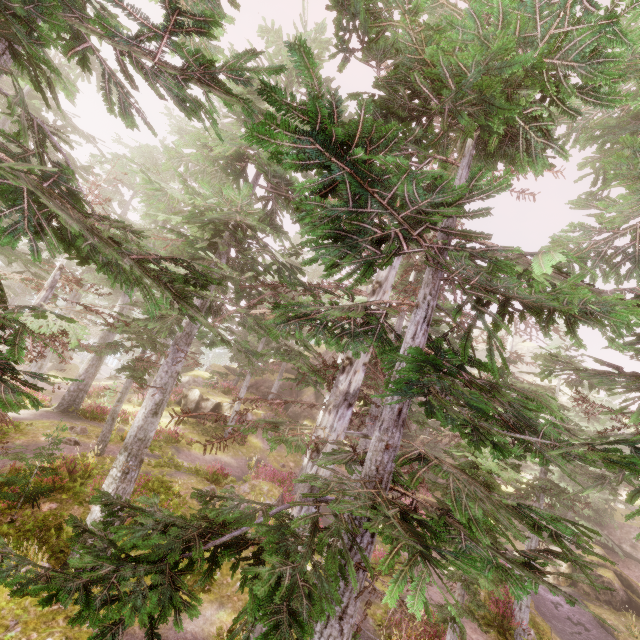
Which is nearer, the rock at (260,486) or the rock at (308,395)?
the rock at (260,486)

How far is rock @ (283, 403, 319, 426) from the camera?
29.11m

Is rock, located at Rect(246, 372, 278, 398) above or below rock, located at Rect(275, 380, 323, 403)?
below

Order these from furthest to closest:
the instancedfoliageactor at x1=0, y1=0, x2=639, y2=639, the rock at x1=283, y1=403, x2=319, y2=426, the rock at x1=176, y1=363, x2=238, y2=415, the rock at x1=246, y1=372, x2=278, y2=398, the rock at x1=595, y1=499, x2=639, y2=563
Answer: the rock at x1=246, y1=372, x2=278, y2=398
the rock at x1=283, y1=403, x2=319, y2=426
the rock at x1=595, y1=499, x2=639, y2=563
the rock at x1=176, y1=363, x2=238, y2=415
the instancedfoliageactor at x1=0, y1=0, x2=639, y2=639

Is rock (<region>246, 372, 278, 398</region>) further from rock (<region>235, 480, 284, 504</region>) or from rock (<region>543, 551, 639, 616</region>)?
rock (<region>235, 480, 284, 504</region>)

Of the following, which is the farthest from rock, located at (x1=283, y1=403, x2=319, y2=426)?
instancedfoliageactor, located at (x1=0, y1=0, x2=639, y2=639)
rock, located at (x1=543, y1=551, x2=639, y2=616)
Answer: rock, located at (x1=543, y1=551, x2=639, y2=616)

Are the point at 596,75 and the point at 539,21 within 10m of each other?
yes

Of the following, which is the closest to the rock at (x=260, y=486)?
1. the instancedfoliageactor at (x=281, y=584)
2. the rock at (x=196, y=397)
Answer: the instancedfoliageactor at (x=281, y=584)
